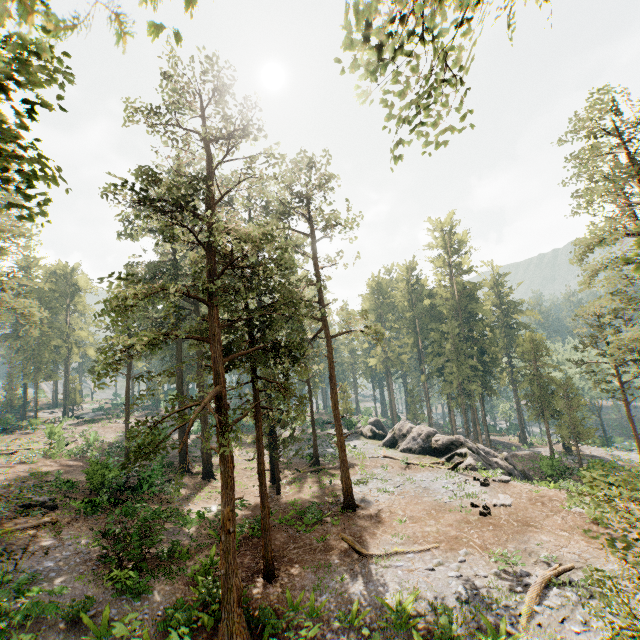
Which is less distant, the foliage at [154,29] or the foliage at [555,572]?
the foliage at [154,29]

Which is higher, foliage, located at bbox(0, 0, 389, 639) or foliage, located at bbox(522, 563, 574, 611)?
foliage, located at bbox(0, 0, 389, 639)

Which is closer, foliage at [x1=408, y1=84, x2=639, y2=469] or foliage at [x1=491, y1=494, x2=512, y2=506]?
foliage at [x1=491, y1=494, x2=512, y2=506]

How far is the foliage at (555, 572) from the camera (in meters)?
11.97

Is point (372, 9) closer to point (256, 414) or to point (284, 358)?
point (284, 358)

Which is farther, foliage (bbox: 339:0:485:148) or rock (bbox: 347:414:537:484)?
rock (bbox: 347:414:537:484)

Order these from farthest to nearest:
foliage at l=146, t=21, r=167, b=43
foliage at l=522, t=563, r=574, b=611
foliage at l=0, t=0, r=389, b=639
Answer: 1. foliage at l=522, t=563, r=574, b=611
2. foliage at l=0, t=0, r=389, b=639
3. foliage at l=146, t=21, r=167, b=43
